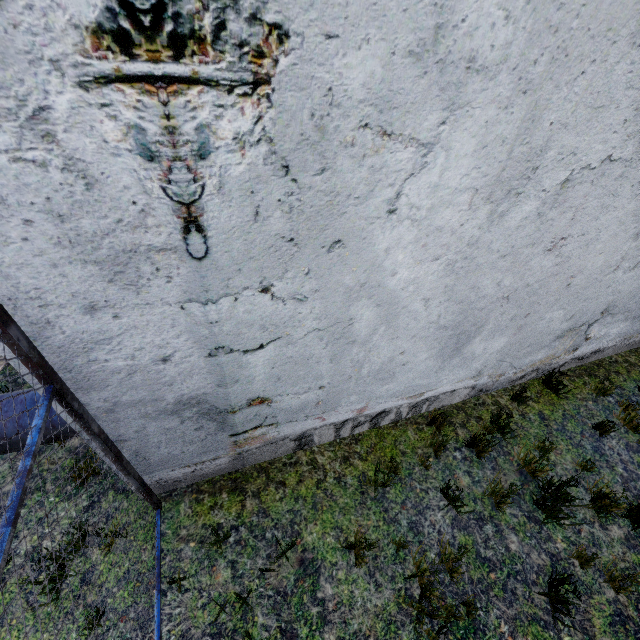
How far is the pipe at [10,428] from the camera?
3.0 meters

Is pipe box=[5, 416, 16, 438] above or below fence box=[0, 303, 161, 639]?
below

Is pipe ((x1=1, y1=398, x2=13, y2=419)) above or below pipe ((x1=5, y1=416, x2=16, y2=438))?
above

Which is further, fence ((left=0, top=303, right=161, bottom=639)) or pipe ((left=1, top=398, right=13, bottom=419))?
pipe ((left=1, top=398, right=13, bottom=419))

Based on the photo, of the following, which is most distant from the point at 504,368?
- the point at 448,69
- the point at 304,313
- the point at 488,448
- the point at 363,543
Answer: the point at 448,69

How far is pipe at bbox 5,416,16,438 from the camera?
2.96m

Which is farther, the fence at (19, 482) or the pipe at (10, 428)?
the pipe at (10, 428)
